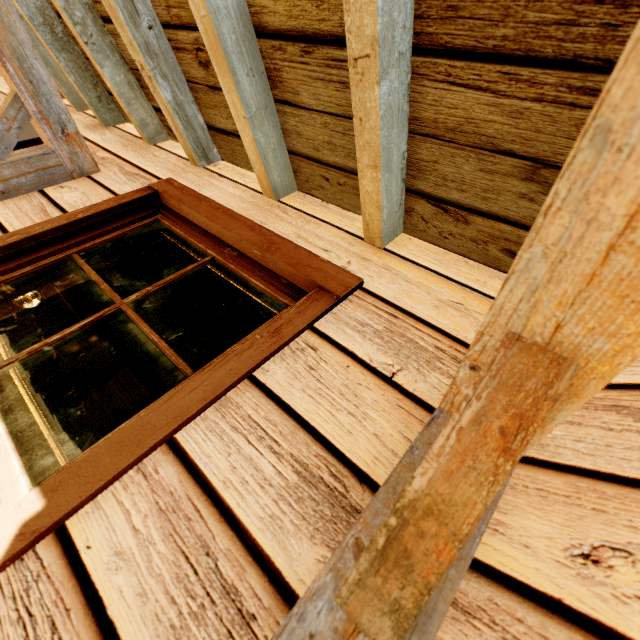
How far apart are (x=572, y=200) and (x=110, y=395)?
10.2 meters

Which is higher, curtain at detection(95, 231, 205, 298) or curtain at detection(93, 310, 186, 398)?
curtain at detection(95, 231, 205, 298)

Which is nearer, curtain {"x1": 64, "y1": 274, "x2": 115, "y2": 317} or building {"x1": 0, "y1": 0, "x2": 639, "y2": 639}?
building {"x1": 0, "y1": 0, "x2": 639, "y2": 639}

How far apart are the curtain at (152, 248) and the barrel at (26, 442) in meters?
6.6

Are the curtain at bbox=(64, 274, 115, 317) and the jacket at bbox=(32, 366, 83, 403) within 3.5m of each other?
no

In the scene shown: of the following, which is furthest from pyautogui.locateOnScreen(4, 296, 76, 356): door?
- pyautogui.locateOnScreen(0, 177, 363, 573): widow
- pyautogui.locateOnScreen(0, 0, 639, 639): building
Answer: pyautogui.locateOnScreen(0, 177, 363, 573): widow

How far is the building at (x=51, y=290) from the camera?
6.58m

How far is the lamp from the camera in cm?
614
